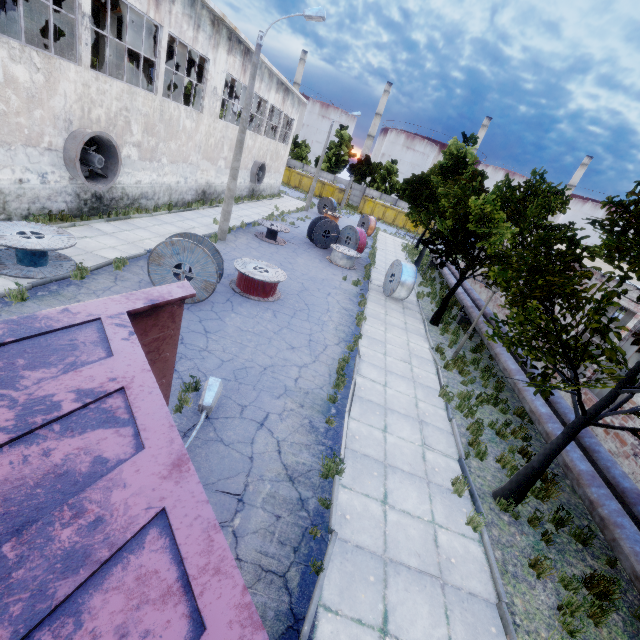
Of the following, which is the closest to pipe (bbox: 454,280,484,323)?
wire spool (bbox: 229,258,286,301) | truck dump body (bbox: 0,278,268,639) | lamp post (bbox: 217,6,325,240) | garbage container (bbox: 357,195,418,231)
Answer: truck dump body (bbox: 0,278,268,639)

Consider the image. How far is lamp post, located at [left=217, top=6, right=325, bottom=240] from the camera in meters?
12.6 m

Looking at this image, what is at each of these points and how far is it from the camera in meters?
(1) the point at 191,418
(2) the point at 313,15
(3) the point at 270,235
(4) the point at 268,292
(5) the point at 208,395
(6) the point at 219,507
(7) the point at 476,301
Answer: (1) asphalt debris, 6.4
(2) lamp post, 12.6
(3) wire spool, 19.9
(4) wire spool, 12.4
(5) lamp post, 6.7
(6) asphalt debris, 5.1
(7) pipe, 18.8

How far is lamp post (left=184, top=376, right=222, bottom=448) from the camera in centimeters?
602cm

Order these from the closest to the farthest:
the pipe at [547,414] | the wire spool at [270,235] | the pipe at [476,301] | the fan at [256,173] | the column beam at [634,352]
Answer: the pipe at [547,414] < the column beam at [634,352] < the pipe at [476,301] < the wire spool at [270,235] < the fan at [256,173]

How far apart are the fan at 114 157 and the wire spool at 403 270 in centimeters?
1354cm

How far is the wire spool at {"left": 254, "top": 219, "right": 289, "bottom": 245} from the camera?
19.39m

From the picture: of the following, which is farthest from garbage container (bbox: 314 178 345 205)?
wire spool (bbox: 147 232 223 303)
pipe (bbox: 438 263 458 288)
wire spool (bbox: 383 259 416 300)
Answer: wire spool (bbox: 147 232 223 303)
